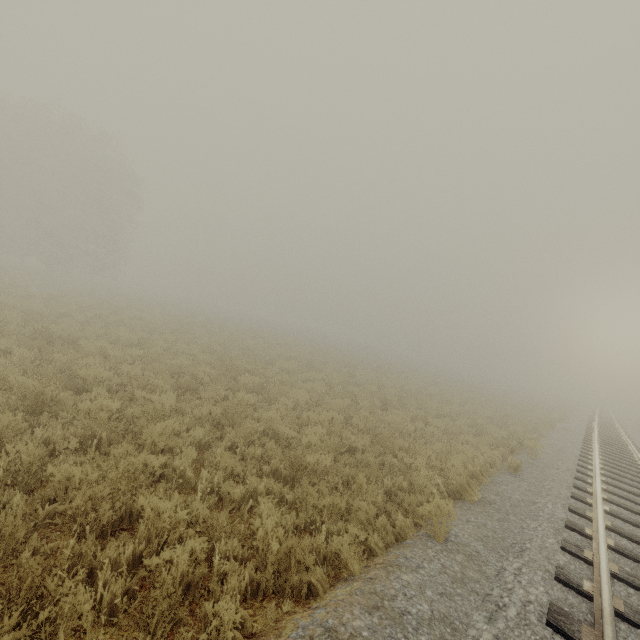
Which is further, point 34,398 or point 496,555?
point 34,398
